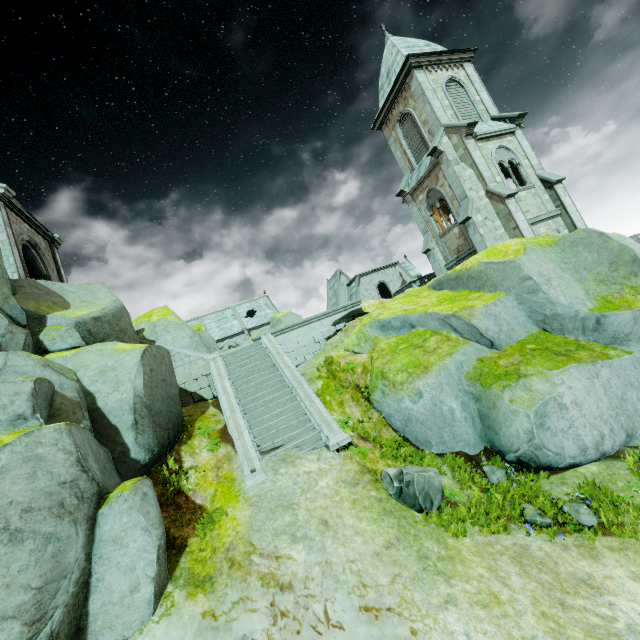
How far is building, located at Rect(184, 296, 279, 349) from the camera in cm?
5050

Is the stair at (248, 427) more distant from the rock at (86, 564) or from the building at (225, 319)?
the building at (225, 319)

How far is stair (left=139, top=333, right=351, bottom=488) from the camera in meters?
9.7 m

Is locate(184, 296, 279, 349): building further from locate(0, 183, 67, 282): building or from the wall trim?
locate(0, 183, 67, 282): building

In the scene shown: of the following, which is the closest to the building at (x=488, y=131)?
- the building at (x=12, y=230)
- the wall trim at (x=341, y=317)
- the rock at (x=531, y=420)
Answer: the rock at (x=531, y=420)

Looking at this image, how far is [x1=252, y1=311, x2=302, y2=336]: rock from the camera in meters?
24.5 m

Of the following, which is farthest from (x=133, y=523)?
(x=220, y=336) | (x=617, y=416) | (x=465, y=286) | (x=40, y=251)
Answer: (x=220, y=336)

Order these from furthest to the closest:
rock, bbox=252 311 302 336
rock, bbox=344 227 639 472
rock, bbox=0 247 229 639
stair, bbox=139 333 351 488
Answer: rock, bbox=252 311 302 336 < stair, bbox=139 333 351 488 < rock, bbox=344 227 639 472 < rock, bbox=0 247 229 639
